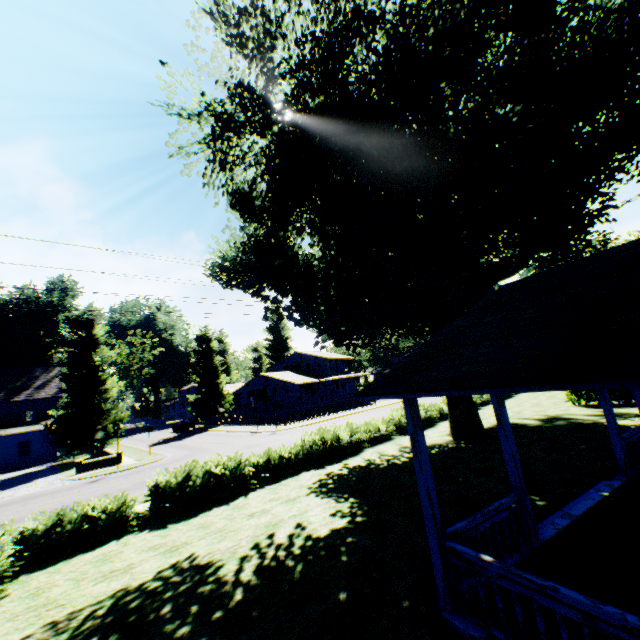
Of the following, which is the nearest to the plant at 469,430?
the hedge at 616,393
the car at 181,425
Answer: the car at 181,425

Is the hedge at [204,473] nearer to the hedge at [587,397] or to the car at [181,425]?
the hedge at [587,397]

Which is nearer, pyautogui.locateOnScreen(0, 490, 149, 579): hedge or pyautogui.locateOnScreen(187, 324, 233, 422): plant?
pyautogui.locateOnScreen(0, 490, 149, 579): hedge

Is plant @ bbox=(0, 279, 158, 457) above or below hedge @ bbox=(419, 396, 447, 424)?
above

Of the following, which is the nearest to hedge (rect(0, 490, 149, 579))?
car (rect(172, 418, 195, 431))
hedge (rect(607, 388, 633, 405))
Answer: hedge (rect(607, 388, 633, 405))

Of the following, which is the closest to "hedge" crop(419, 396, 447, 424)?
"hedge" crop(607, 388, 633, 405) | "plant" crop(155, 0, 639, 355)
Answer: "plant" crop(155, 0, 639, 355)

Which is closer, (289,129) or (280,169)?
(280,169)
